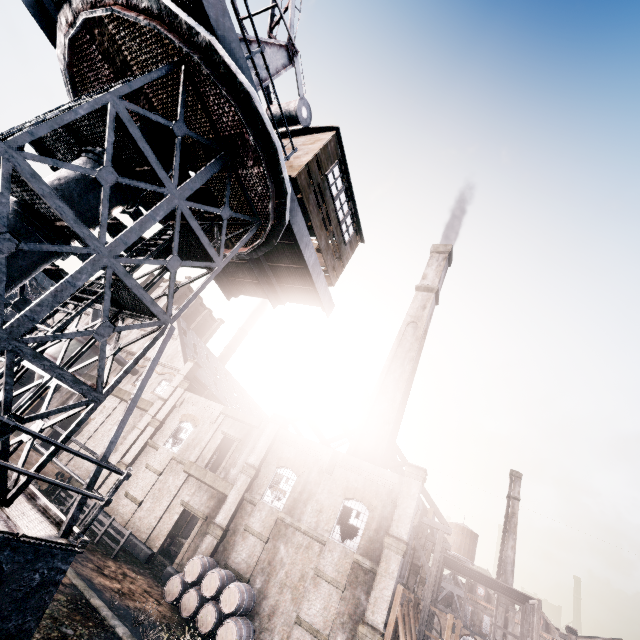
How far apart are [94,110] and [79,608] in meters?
19.5 m

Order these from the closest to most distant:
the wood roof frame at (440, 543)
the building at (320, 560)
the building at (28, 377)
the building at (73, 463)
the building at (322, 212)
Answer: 1. the building at (322, 212)
2. the building at (320, 560)
3. the wood roof frame at (440, 543)
4. the building at (73, 463)
5. the building at (28, 377)

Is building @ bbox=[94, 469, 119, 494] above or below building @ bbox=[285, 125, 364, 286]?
below

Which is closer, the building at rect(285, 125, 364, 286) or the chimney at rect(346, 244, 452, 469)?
the building at rect(285, 125, 364, 286)

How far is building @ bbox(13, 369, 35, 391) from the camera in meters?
37.7

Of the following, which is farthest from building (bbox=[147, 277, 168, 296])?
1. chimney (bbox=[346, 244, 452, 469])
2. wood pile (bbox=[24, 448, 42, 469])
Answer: chimney (bbox=[346, 244, 452, 469])

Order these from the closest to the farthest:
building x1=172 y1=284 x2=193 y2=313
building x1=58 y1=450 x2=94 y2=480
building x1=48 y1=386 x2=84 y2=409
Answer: building x1=58 y1=450 x2=94 y2=480, building x1=48 y1=386 x2=84 y2=409, building x1=172 y1=284 x2=193 y2=313

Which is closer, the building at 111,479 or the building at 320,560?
the building at 320,560
